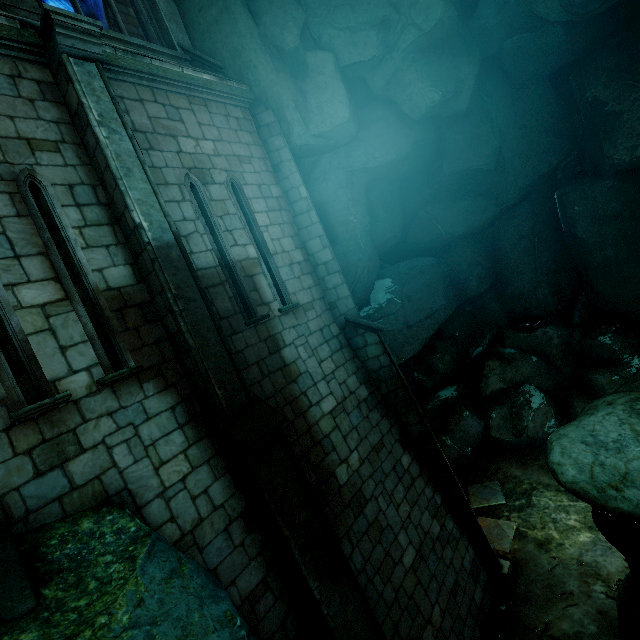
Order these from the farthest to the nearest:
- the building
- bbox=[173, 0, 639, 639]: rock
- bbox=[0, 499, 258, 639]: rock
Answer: bbox=[173, 0, 639, 639]: rock
the building
bbox=[0, 499, 258, 639]: rock

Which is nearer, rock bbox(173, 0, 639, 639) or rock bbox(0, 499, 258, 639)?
rock bbox(0, 499, 258, 639)

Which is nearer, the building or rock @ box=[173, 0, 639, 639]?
the building

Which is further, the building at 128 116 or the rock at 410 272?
the rock at 410 272

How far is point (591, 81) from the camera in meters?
10.4

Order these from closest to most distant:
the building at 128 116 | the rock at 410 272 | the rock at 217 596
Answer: the rock at 217 596 → the building at 128 116 → the rock at 410 272
